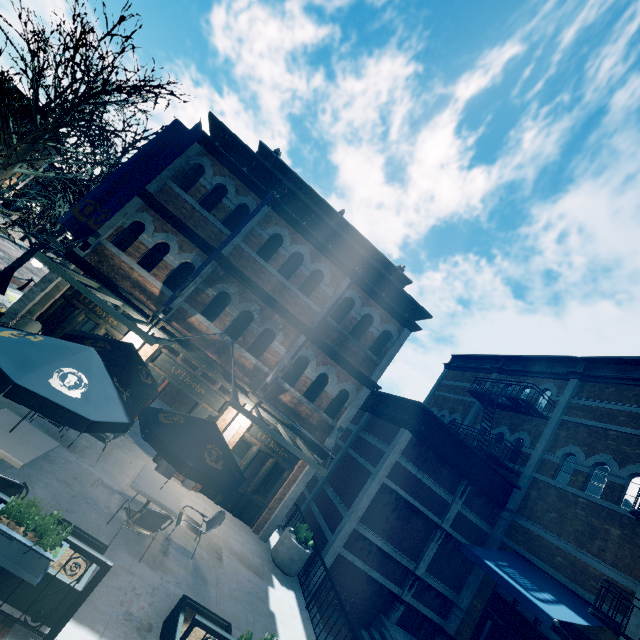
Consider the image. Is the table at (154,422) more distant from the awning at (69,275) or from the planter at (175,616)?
the planter at (175,616)

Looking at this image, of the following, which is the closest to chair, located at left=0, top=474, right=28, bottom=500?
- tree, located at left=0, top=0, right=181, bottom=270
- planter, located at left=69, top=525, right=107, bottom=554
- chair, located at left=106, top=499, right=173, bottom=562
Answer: planter, located at left=69, top=525, right=107, bottom=554

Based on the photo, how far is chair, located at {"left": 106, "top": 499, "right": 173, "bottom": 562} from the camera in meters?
5.9

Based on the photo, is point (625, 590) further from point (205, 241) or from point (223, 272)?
point (205, 241)

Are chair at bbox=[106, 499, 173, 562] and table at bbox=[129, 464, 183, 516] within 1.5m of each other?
yes

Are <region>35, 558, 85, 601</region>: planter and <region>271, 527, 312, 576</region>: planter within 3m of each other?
no

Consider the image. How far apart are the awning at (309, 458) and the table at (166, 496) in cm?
223

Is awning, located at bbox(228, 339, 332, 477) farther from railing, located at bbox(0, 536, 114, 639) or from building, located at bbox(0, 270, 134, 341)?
railing, located at bbox(0, 536, 114, 639)
